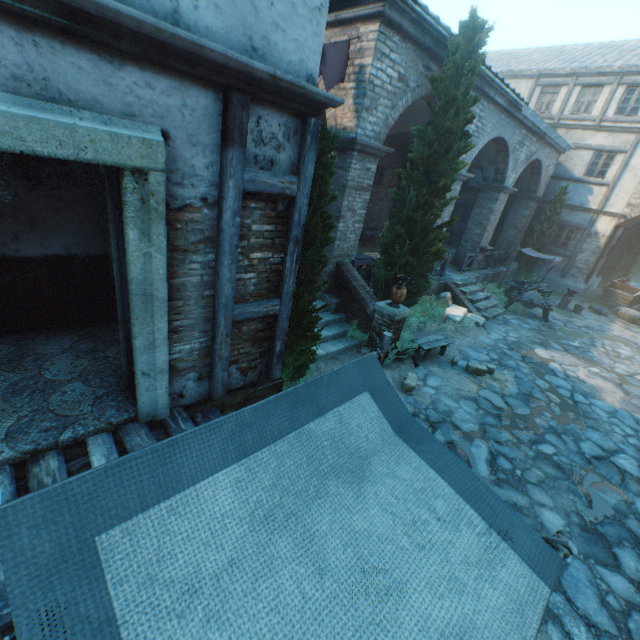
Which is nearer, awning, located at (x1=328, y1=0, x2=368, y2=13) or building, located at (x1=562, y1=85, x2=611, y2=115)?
awning, located at (x1=328, y1=0, x2=368, y2=13)

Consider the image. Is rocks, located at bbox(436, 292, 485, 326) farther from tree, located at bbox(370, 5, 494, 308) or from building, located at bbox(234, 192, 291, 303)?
building, located at bbox(234, 192, 291, 303)

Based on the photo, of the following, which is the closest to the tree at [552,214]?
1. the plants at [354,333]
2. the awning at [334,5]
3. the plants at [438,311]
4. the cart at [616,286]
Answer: the plants at [438,311]

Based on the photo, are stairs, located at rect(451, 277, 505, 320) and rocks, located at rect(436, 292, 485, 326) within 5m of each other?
yes

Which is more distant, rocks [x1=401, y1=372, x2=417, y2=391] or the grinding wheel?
the grinding wheel

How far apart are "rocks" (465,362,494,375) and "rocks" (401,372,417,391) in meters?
2.0 m

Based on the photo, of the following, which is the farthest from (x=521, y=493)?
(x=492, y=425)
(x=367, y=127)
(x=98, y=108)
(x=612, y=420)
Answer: (x=367, y=127)

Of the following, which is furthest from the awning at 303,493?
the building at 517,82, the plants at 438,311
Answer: the building at 517,82
